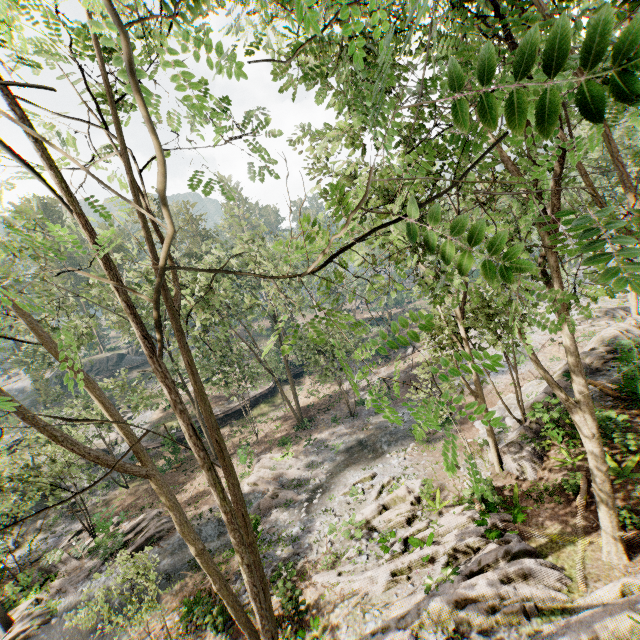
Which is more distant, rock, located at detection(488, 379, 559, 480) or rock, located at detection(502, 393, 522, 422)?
rock, located at detection(502, 393, 522, 422)

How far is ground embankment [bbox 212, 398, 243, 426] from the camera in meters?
36.7 m

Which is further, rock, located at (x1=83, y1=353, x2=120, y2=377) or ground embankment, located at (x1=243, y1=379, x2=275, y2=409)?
rock, located at (x1=83, y1=353, x2=120, y2=377)

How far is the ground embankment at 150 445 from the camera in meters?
31.8 m

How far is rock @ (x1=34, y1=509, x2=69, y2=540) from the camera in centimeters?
2678cm

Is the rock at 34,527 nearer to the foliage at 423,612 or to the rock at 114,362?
the foliage at 423,612

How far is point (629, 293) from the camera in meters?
30.4 m

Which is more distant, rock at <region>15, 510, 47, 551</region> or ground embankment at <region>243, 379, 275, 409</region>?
ground embankment at <region>243, 379, 275, 409</region>
